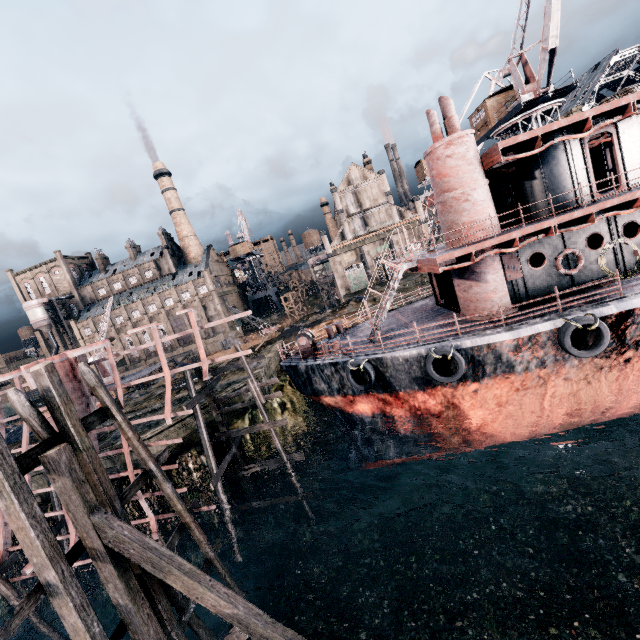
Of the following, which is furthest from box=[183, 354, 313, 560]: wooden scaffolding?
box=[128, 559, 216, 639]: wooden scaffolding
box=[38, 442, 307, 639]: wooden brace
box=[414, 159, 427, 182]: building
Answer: box=[414, 159, 427, 182]: building

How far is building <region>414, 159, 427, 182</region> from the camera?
53.8m

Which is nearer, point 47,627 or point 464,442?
point 47,627

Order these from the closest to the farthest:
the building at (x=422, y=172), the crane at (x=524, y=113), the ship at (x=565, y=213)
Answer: the ship at (x=565, y=213), the crane at (x=524, y=113), the building at (x=422, y=172)

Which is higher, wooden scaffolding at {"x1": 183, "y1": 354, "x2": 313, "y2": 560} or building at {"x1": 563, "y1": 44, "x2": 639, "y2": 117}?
building at {"x1": 563, "y1": 44, "x2": 639, "y2": 117}

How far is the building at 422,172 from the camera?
53.83m

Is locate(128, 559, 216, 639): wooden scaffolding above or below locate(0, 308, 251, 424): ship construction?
below

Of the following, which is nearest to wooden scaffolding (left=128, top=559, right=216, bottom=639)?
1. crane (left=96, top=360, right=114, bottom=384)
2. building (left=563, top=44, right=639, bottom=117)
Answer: crane (left=96, top=360, right=114, bottom=384)
